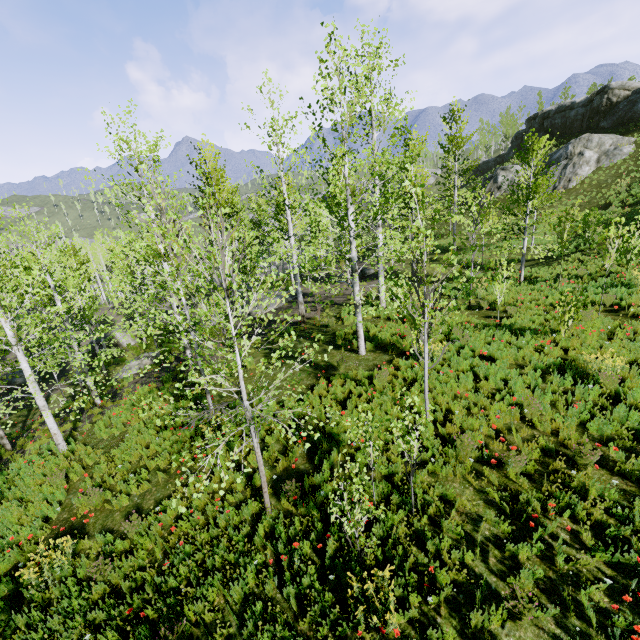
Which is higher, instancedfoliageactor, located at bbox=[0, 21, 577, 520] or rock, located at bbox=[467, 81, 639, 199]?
rock, located at bbox=[467, 81, 639, 199]

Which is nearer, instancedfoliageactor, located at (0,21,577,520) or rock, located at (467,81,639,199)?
instancedfoliageactor, located at (0,21,577,520)

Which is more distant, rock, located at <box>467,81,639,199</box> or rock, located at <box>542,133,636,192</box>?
rock, located at <box>467,81,639,199</box>

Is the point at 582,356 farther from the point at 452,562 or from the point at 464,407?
the point at 452,562

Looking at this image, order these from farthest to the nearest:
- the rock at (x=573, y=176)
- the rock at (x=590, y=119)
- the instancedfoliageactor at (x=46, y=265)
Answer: the rock at (x=590, y=119) → the rock at (x=573, y=176) → the instancedfoliageactor at (x=46, y=265)

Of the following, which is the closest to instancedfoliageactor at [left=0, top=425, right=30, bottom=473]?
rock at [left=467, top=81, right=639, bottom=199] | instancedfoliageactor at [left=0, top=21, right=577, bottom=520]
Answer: rock at [left=467, top=81, right=639, bottom=199]

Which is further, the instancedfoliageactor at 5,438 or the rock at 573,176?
the rock at 573,176

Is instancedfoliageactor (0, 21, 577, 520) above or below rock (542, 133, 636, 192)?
below
